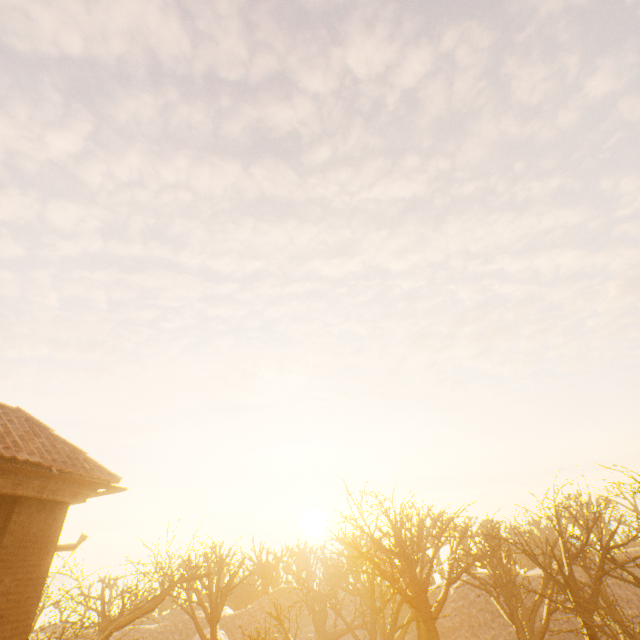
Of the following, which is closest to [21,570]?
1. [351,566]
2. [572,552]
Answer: [572,552]
